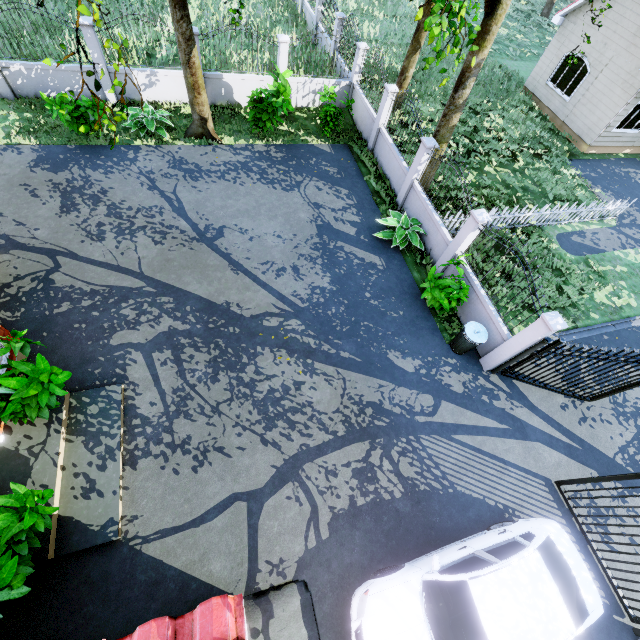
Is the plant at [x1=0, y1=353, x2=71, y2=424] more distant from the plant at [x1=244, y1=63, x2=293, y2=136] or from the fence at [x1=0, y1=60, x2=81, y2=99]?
the plant at [x1=244, y1=63, x2=293, y2=136]

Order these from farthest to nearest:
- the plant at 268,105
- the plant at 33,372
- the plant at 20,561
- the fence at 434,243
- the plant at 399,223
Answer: the plant at 268,105
the plant at 399,223
the fence at 434,243
the plant at 33,372
the plant at 20,561

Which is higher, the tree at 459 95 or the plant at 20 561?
the tree at 459 95

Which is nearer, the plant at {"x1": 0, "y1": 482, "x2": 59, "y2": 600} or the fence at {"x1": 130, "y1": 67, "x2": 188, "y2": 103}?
the plant at {"x1": 0, "y1": 482, "x2": 59, "y2": 600}

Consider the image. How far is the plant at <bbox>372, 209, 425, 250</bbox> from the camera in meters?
10.5 m

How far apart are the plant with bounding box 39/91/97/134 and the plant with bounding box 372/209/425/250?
10.2 meters

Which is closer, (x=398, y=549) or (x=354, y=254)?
(x=398, y=549)

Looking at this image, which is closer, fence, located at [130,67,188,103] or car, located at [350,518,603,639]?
car, located at [350,518,603,639]
